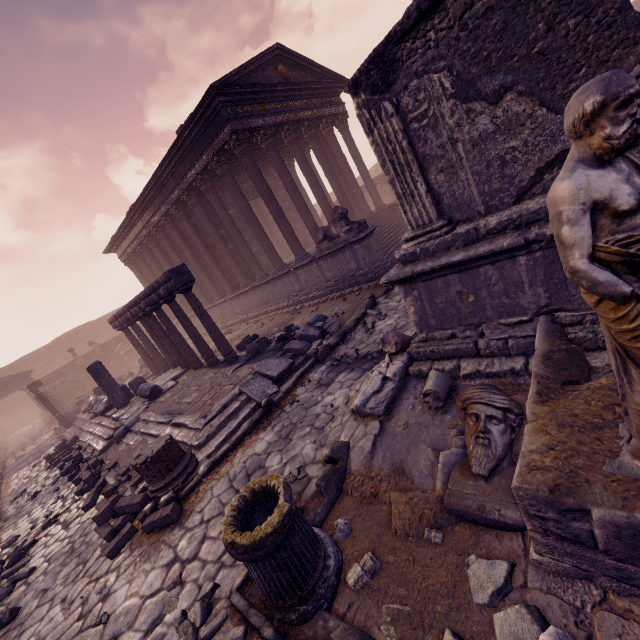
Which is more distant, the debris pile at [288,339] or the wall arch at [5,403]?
the wall arch at [5,403]

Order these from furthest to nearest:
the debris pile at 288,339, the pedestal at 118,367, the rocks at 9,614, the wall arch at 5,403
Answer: the wall arch at 5,403
the pedestal at 118,367
the debris pile at 288,339
the rocks at 9,614

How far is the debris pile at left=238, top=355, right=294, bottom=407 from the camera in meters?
6.6 m

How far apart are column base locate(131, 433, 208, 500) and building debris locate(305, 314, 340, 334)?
4.0 meters

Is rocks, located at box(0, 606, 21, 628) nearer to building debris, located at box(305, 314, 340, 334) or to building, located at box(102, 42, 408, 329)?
building debris, located at box(305, 314, 340, 334)

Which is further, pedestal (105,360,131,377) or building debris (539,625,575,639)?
pedestal (105,360,131,377)

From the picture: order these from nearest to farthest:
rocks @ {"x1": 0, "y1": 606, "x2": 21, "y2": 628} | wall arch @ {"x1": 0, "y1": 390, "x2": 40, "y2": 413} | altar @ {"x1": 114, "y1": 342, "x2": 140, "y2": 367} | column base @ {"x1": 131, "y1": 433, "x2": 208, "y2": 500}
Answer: rocks @ {"x1": 0, "y1": 606, "x2": 21, "y2": 628}
column base @ {"x1": 131, "y1": 433, "x2": 208, "y2": 500}
altar @ {"x1": 114, "y1": 342, "x2": 140, "y2": 367}
wall arch @ {"x1": 0, "y1": 390, "x2": 40, "y2": 413}

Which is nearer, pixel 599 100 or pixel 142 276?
pixel 599 100
